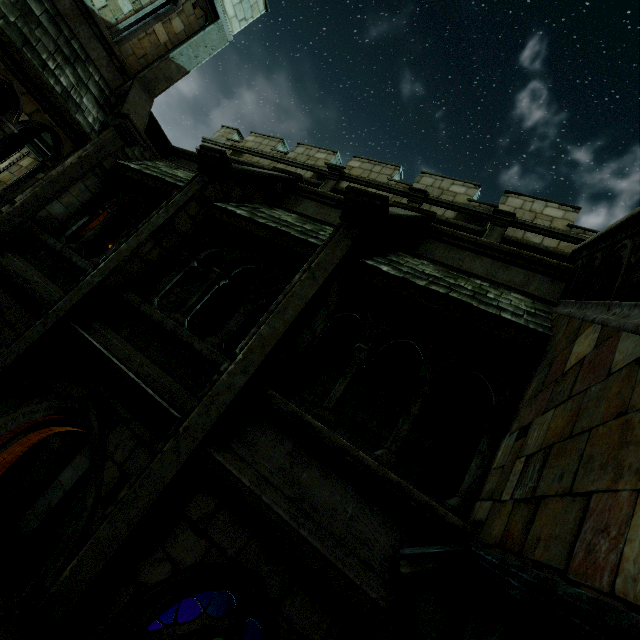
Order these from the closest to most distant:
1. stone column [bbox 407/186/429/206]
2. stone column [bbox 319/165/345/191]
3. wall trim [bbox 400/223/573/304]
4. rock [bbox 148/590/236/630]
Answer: wall trim [bbox 400/223/573/304] < rock [bbox 148/590/236/630] < stone column [bbox 407/186/429/206] < stone column [bbox 319/165/345/191]

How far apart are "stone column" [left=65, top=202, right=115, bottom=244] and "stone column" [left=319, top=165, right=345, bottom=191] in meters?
7.3

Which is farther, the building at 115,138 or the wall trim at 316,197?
the wall trim at 316,197

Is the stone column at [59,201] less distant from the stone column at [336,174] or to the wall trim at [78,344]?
the wall trim at [78,344]

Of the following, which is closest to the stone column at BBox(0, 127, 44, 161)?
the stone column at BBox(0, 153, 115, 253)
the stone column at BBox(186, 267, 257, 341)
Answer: the stone column at BBox(0, 153, 115, 253)

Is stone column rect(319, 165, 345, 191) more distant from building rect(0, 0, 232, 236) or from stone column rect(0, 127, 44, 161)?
stone column rect(0, 127, 44, 161)

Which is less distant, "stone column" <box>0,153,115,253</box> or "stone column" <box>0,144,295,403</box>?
"stone column" <box>0,144,295,403</box>

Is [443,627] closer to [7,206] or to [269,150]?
[7,206]
